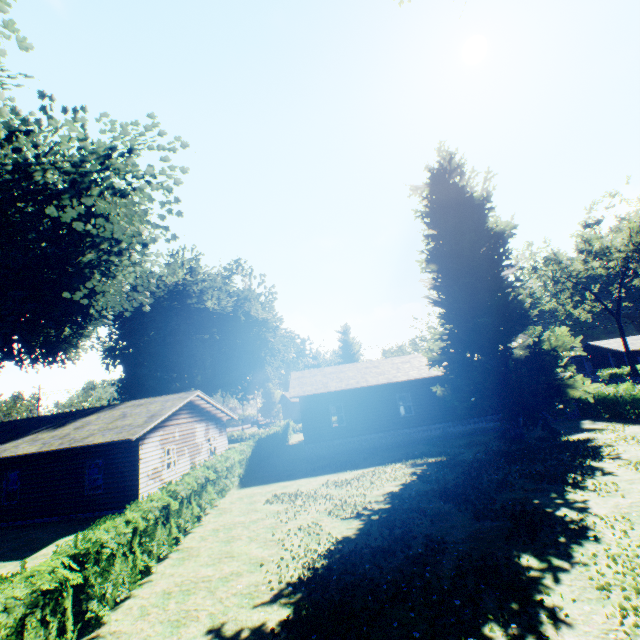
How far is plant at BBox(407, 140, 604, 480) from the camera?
17.5m

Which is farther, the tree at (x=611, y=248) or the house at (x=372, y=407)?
the tree at (x=611, y=248)

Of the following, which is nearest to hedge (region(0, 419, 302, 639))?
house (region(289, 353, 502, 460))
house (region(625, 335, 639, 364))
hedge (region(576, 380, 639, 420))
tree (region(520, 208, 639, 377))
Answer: hedge (region(576, 380, 639, 420))

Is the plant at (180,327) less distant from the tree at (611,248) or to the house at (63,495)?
the house at (63,495)

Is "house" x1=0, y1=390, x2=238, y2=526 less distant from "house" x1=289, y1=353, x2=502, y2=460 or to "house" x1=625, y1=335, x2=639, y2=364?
"house" x1=289, y1=353, x2=502, y2=460

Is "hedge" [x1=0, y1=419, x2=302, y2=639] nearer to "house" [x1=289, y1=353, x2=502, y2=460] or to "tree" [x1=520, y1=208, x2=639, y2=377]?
"house" [x1=289, y1=353, x2=502, y2=460]

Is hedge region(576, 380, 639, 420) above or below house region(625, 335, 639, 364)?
below

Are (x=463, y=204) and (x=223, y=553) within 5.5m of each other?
no
